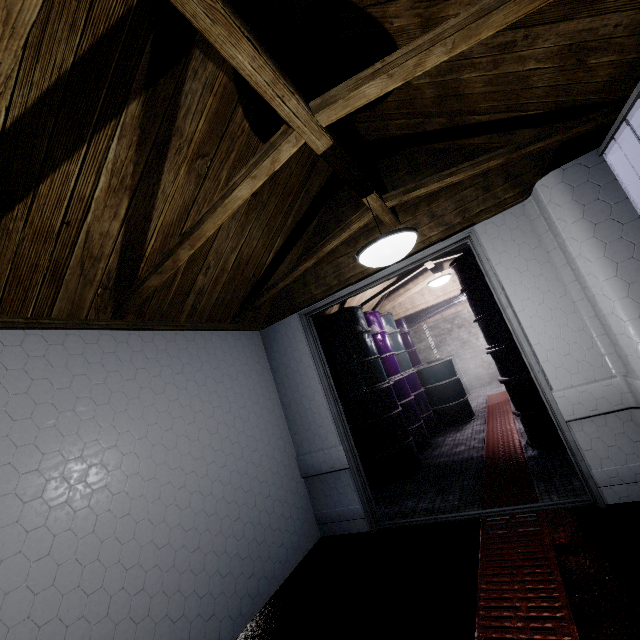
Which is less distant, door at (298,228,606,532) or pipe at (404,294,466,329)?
door at (298,228,606,532)

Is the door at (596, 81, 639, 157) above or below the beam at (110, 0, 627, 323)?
below

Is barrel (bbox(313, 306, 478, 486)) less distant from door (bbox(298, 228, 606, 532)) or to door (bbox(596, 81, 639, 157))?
door (bbox(298, 228, 606, 532))

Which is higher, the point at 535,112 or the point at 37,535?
the point at 535,112

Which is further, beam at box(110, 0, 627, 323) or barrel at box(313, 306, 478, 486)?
barrel at box(313, 306, 478, 486)

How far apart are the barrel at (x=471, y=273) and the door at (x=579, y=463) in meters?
0.8

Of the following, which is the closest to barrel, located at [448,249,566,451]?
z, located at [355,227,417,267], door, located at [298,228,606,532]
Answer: door, located at [298,228,606,532]

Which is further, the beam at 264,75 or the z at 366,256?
the z at 366,256
